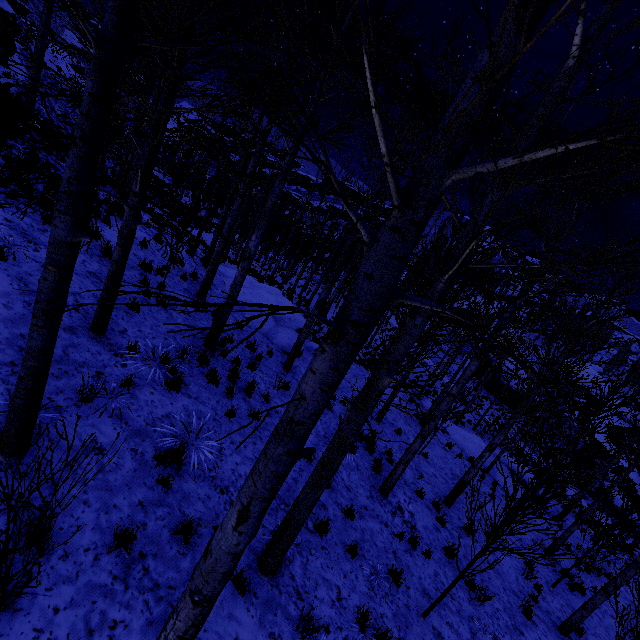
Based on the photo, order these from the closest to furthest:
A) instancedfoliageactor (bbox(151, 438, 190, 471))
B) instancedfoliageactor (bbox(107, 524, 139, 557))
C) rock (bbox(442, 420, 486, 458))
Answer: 1. instancedfoliageactor (bbox(107, 524, 139, 557))
2. instancedfoliageactor (bbox(151, 438, 190, 471))
3. rock (bbox(442, 420, 486, 458))

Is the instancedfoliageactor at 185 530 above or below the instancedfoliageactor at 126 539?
below

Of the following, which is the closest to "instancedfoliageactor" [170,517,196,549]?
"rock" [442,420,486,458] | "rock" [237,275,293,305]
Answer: "rock" [237,275,293,305]

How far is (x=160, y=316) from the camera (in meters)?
7.79

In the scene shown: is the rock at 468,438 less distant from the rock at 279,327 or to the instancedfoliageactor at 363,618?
the instancedfoliageactor at 363,618

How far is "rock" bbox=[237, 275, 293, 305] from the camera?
13.0 meters

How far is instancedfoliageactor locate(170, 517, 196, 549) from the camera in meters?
4.2 m

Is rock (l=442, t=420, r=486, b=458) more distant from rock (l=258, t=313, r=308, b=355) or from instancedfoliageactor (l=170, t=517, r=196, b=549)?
rock (l=258, t=313, r=308, b=355)
